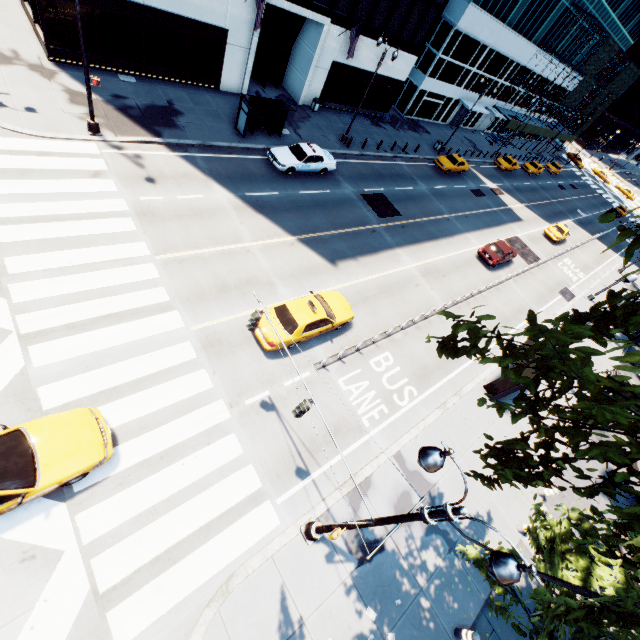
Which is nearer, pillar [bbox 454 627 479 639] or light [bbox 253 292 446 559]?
light [bbox 253 292 446 559]

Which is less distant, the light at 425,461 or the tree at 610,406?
the tree at 610,406

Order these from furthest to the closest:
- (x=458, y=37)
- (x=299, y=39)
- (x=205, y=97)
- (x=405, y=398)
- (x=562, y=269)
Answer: (x=458, y=37) < (x=562, y=269) < (x=299, y=39) < (x=205, y=97) < (x=405, y=398)

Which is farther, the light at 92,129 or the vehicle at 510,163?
the vehicle at 510,163

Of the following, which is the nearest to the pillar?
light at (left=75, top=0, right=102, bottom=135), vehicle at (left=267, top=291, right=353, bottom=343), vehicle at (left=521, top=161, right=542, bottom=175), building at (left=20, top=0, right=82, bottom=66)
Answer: vehicle at (left=267, top=291, right=353, bottom=343)

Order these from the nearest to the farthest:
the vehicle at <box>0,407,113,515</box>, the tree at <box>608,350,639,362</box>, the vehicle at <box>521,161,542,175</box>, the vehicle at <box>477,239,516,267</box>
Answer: the tree at <box>608,350,639,362</box>, the vehicle at <box>0,407,113,515</box>, the vehicle at <box>477,239,516,267</box>, the vehicle at <box>521,161,542,175</box>

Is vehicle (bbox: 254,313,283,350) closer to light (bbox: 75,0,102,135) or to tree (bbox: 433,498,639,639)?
tree (bbox: 433,498,639,639)

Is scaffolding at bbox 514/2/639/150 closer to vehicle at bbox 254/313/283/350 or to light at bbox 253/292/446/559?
vehicle at bbox 254/313/283/350
